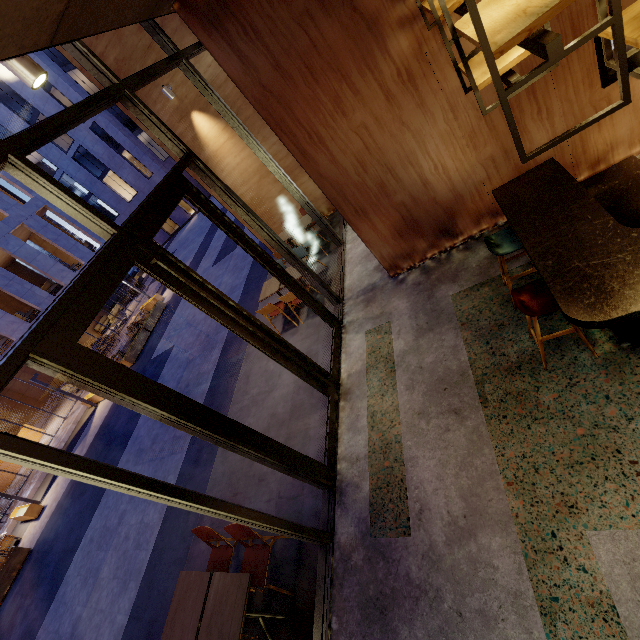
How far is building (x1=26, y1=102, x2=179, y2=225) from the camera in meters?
27.7 m

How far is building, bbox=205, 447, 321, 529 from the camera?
4.3m

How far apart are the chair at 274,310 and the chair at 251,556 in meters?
3.9 m

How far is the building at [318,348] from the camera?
6.0 meters

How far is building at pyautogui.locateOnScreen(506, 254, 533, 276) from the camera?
4.2m

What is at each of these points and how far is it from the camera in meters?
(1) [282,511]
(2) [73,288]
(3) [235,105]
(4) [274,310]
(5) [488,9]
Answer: (1) building, 4.5
(2) window frame, 2.6
(3) building, 7.5
(4) chair, 7.2
(5) bar shelf, 1.9

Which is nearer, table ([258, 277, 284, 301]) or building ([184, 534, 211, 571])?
building ([184, 534, 211, 571])

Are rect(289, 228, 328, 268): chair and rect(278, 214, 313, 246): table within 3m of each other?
yes
